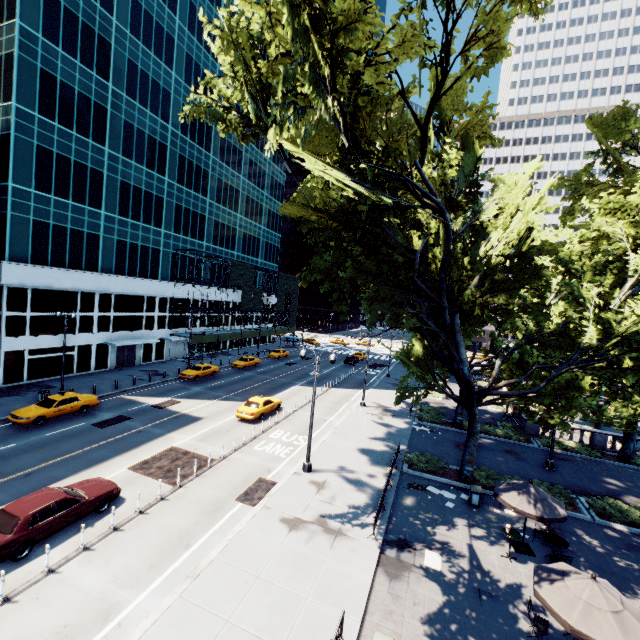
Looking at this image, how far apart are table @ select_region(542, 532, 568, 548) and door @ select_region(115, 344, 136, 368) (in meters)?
41.69

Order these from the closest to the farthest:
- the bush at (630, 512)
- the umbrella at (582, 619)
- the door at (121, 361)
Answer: the umbrella at (582, 619), the bush at (630, 512), the door at (121, 361)

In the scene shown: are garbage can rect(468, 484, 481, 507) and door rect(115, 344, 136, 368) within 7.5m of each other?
no

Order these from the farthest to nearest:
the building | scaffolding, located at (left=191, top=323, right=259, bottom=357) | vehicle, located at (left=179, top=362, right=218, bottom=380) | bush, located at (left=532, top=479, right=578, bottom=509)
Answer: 1. scaffolding, located at (left=191, top=323, right=259, bottom=357)
2. vehicle, located at (left=179, top=362, right=218, bottom=380)
3. the building
4. bush, located at (left=532, top=479, right=578, bottom=509)

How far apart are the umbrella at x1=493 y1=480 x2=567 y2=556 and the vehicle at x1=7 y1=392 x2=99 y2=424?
27.83m

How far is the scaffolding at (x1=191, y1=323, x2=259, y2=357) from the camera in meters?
45.4

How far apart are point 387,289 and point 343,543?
12.6m

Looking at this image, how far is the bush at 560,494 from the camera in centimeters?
1802cm
